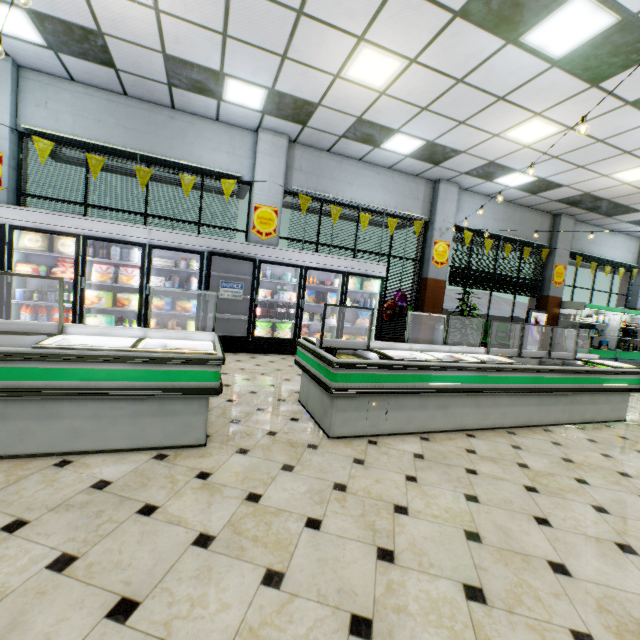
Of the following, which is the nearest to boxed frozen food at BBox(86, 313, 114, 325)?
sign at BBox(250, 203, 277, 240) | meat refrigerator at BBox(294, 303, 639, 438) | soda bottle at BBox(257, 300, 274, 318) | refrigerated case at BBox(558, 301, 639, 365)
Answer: soda bottle at BBox(257, 300, 274, 318)

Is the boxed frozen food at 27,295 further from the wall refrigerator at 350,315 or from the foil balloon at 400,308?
the foil balloon at 400,308

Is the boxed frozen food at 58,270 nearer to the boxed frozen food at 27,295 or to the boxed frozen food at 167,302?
the boxed frozen food at 27,295

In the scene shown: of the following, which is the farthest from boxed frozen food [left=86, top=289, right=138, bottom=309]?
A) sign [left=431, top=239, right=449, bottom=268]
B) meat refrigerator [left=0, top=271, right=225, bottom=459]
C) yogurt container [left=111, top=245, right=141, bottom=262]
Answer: sign [left=431, top=239, right=449, bottom=268]

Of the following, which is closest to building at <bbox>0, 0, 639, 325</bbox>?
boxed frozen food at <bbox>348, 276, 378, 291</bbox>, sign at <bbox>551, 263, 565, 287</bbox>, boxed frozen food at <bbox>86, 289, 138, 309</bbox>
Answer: sign at <bbox>551, 263, 565, 287</bbox>

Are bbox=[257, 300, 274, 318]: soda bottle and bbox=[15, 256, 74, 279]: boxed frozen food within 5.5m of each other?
yes

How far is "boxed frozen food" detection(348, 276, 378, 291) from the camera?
7.60m

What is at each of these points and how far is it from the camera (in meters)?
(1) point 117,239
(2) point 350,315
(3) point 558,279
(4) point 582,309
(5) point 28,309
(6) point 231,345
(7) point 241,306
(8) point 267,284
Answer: (1) wall refrigerator door, 5.78
(2) wall refrigerator, 8.27
(3) sign, 11.09
(4) refrigerated case, 10.62
(5) soda bottle, 5.57
(6) wall refrigerator, 6.69
(7) wall refrigerator, 7.30
(8) wall refrigerator, 7.45
